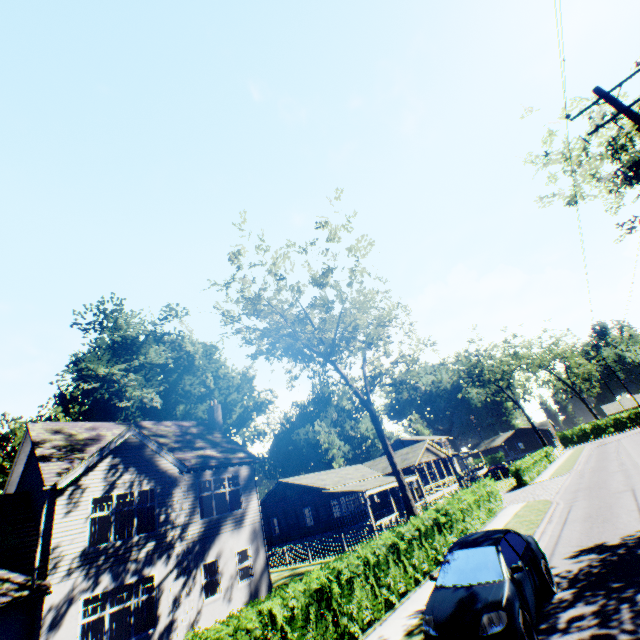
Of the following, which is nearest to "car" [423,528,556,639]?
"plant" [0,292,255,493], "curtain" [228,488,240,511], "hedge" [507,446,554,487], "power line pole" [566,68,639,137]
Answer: "power line pole" [566,68,639,137]

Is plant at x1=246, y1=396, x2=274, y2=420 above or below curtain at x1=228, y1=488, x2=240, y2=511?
above

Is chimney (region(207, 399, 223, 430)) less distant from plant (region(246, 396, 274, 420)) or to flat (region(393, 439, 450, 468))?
flat (region(393, 439, 450, 468))

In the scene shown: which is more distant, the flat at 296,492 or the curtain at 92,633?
the flat at 296,492

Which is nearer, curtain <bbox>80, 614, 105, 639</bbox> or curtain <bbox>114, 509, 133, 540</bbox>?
curtain <bbox>80, 614, 105, 639</bbox>

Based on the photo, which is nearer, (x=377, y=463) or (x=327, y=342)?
(x=327, y=342)

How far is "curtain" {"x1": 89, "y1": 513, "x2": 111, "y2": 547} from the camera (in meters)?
13.61

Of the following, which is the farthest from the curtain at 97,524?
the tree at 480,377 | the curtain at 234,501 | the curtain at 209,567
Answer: the tree at 480,377
